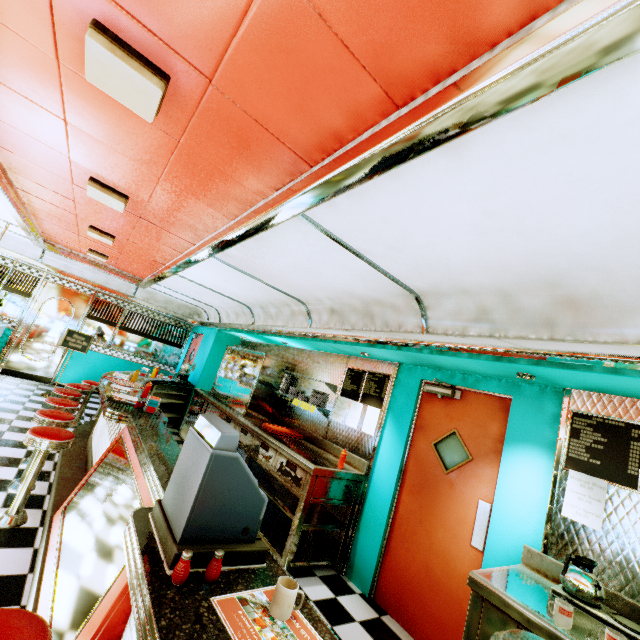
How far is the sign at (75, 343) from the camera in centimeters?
751cm

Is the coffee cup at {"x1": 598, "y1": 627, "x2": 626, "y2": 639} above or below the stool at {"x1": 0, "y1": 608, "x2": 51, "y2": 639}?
above

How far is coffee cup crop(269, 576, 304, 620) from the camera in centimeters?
117cm

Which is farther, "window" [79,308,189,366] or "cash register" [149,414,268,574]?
"window" [79,308,189,366]

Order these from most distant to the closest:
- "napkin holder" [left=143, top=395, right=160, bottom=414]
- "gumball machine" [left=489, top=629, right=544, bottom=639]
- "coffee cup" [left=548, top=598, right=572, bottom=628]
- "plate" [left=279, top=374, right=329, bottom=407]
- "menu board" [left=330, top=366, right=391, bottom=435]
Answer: "plate" [left=279, top=374, right=329, bottom=407] → "menu board" [left=330, top=366, right=391, bottom=435] → "napkin holder" [left=143, top=395, right=160, bottom=414] → "coffee cup" [left=548, top=598, right=572, bottom=628] → "gumball machine" [left=489, top=629, right=544, bottom=639]

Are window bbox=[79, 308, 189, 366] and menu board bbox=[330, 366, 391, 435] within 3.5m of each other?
no

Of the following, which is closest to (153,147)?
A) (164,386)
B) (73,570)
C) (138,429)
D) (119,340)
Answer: (138,429)

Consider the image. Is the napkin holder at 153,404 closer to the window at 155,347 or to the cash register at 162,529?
the cash register at 162,529
